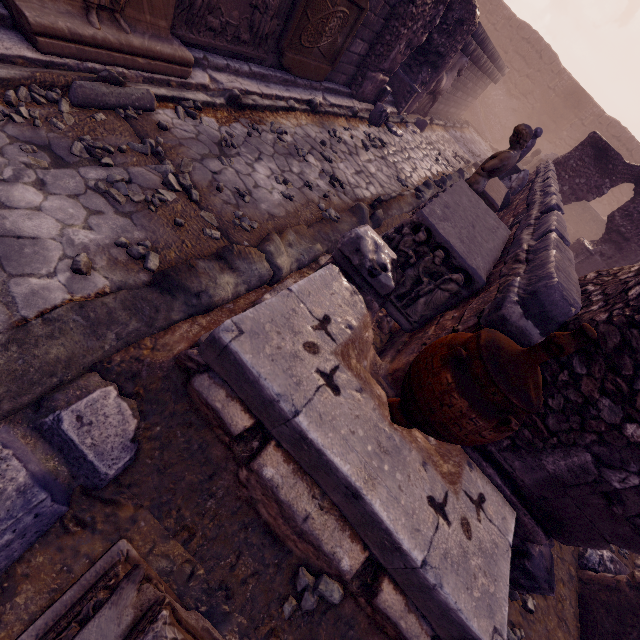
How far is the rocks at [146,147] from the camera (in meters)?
3.33

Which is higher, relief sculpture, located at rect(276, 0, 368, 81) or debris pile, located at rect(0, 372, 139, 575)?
relief sculpture, located at rect(276, 0, 368, 81)

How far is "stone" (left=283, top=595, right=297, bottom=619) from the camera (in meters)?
2.00

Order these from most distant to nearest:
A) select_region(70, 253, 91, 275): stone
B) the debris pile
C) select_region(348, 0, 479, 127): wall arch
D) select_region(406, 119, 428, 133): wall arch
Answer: select_region(406, 119, 428, 133): wall arch
select_region(348, 0, 479, 127): wall arch
select_region(70, 253, 91, 275): stone
the debris pile

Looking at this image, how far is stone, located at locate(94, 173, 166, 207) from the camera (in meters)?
2.84

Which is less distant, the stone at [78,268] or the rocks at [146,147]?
the stone at [78,268]

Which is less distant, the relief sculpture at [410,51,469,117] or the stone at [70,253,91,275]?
the stone at [70,253,91,275]

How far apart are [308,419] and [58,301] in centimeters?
190cm
